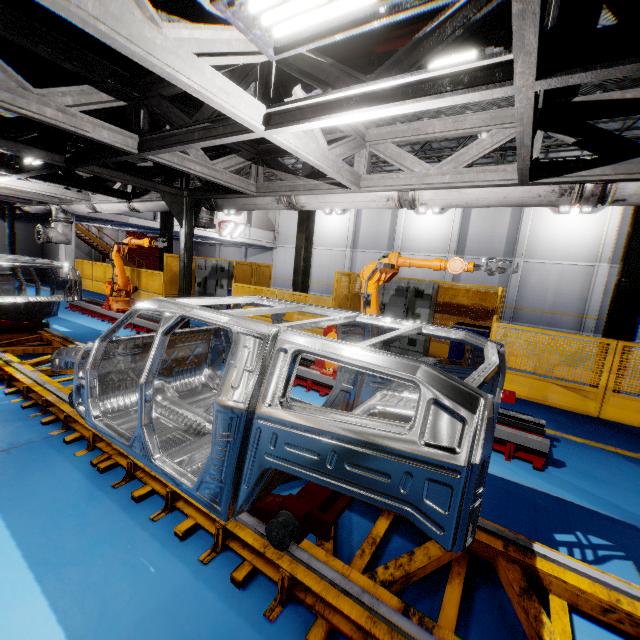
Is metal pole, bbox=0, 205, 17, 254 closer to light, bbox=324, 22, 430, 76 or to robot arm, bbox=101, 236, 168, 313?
robot arm, bbox=101, 236, 168, 313

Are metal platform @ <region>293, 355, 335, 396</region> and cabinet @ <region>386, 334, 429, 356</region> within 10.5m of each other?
yes

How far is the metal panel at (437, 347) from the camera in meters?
9.4 m

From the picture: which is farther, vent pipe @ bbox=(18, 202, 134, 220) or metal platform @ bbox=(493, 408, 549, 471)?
vent pipe @ bbox=(18, 202, 134, 220)

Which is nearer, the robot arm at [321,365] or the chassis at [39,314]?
the robot arm at [321,365]

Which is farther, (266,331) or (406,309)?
(406,309)

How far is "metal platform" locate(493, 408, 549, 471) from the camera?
4.1 meters

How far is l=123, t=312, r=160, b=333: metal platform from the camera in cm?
852
